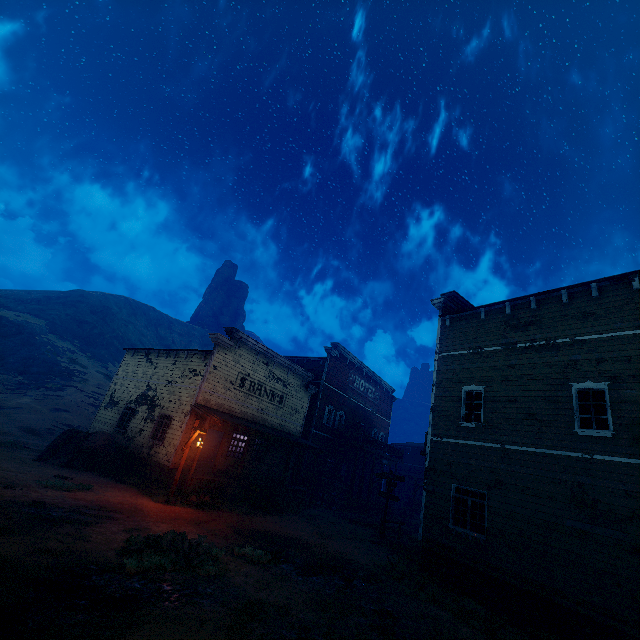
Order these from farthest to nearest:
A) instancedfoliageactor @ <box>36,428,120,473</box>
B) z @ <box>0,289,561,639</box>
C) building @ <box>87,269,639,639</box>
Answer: instancedfoliageactor @ <box>36,428,120,473</box> → building @ <box>87,269,639,639</box> → z @ <box>0,289,561,639</box>

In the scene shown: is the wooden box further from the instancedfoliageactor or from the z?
the instancedfoliageactor

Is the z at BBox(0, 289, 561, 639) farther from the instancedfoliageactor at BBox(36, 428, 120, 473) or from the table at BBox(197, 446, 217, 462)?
the table at BBox(197, 446, 217, 462)

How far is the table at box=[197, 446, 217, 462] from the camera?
23.08m

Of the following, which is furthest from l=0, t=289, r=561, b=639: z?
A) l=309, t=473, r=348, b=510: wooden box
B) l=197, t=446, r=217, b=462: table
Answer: l=197, t=446, r=217, b=462: table

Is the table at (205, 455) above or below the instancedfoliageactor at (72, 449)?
above

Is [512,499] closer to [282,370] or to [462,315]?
[462,315]

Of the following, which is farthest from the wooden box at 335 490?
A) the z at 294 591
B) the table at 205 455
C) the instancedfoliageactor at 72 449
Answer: the instancedfoliageactor at 72 449
